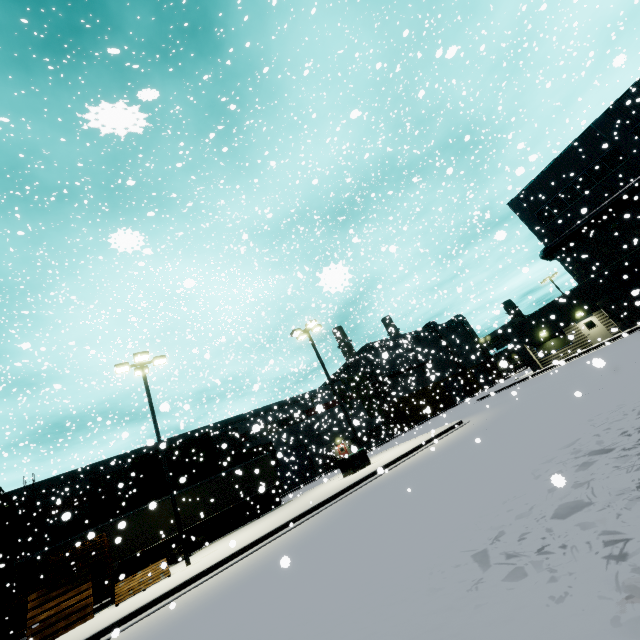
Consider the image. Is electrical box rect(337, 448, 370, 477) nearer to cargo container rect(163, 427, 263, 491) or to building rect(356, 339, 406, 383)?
cargo container rect(163, 427, 263, 491)

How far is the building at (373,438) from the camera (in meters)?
36.38

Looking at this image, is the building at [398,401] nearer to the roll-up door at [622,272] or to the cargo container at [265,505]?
the roll-up door at [622,272]

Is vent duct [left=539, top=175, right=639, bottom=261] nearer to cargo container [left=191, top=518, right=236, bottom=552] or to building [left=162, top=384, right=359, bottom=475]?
building [left=162, top=384, right=359, bottom=475]

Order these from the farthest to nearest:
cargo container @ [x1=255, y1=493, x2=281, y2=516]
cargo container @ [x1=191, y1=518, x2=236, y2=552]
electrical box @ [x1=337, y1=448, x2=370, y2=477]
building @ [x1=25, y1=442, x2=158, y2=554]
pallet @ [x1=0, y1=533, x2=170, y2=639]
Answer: building @ [x1=25, y1=442, x2=158, y2=554], cargo container @ [x1=255, y1=493, x2=281, y2=516], cargo container @ [x1=191, y1=518, x2=236, y2=552], electrical box @ [x1=337, y1=448, x2=370, y2=477], pallet @ [x1=0, y1=533, x2=170, y2=639]

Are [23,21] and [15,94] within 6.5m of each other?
no

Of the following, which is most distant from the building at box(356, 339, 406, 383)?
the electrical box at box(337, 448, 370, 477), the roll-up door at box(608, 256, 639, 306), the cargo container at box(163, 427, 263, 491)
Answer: the electrical box at box(337, 448, 370, 477)

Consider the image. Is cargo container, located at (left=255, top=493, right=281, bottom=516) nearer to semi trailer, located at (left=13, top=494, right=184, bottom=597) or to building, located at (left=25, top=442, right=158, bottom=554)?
semi trailer, located at (left=13, top=494, right=184, bottom=597)
